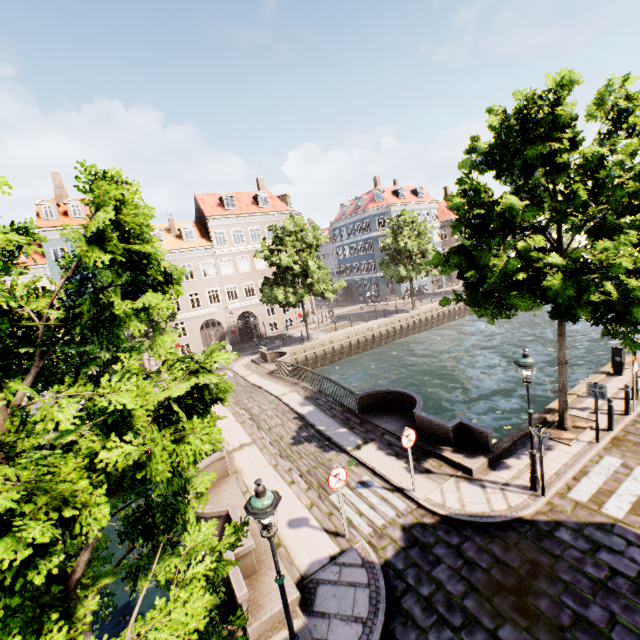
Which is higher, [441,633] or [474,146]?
[474,146]

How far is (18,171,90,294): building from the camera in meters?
27.1 m

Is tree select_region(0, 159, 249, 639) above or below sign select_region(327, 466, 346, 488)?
above

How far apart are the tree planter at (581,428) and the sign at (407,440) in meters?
4.9

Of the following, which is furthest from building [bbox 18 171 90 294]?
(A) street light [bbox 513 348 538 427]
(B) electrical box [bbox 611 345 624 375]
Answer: (B) electrical box [bbox 611 345 624 375]

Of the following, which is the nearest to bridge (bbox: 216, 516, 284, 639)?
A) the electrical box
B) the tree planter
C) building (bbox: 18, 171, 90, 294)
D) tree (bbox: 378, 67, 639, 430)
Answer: tree (bbox: 378, 67, 639, 430)

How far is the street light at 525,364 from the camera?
7.8m

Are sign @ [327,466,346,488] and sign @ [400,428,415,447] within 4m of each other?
yes
